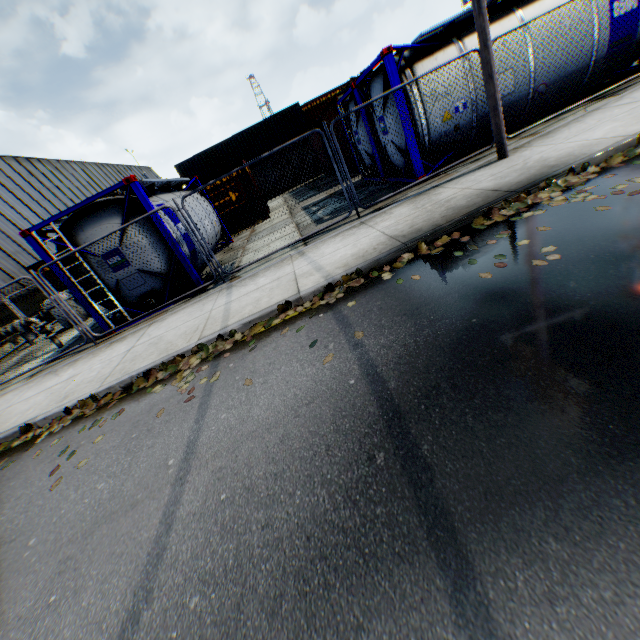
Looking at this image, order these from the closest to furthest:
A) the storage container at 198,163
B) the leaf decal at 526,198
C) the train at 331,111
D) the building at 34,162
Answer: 1. the leaf decal at 526,198
2. the train at 331,111
3. the building at 34,162
4. the storage container at 198,163

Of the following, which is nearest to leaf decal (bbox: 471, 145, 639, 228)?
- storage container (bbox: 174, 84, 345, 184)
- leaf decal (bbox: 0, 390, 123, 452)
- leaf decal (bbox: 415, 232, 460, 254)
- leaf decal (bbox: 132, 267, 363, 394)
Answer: leaf decal (bbox: 415, 232, 460, 254)

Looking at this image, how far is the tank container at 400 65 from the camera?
7.39m

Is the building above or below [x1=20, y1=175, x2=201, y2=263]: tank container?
above

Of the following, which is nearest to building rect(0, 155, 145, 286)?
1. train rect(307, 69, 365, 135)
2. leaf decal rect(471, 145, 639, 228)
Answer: train rect(307, 69, 365, 135)

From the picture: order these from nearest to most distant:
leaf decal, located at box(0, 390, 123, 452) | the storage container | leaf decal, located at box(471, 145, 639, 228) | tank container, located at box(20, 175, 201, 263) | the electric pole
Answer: leaf decal, located at box(471, 145, 639, 228) < leaf decal, located at box(0, 390, 123, 452) < the electric pole < tank container, located at box(20, 175, 201, 263) < the storage container

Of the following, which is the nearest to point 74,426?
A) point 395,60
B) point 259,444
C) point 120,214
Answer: point 259,444

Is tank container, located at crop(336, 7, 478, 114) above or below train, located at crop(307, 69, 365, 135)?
below
